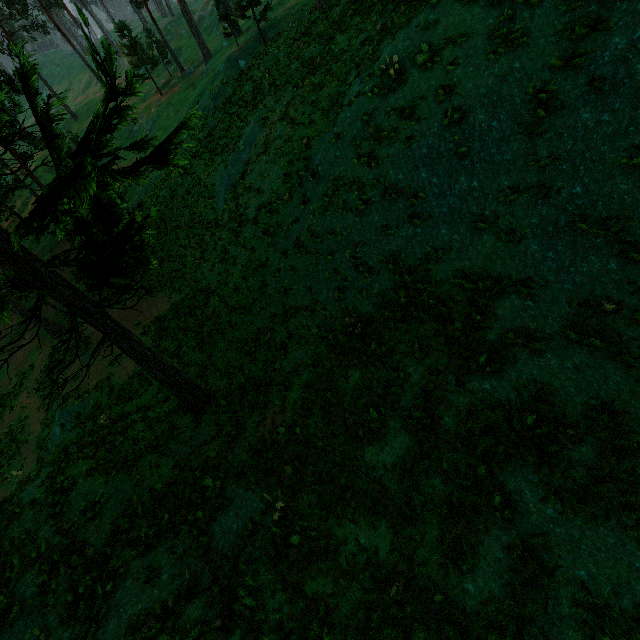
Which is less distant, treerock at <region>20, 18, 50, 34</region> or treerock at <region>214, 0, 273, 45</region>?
treerock at <region>214, 0, 273, 45</region>

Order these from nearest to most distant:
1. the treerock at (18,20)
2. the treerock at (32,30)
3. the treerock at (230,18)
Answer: the treerock at (18,20), the treerock at (230,18), the treerock at (32,30)

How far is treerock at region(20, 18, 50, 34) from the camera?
52.2m

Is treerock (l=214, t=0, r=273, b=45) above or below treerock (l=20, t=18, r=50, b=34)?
below

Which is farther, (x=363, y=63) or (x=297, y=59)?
(x=297, y=59)

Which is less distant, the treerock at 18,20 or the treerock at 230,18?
the treerock at 18,20
